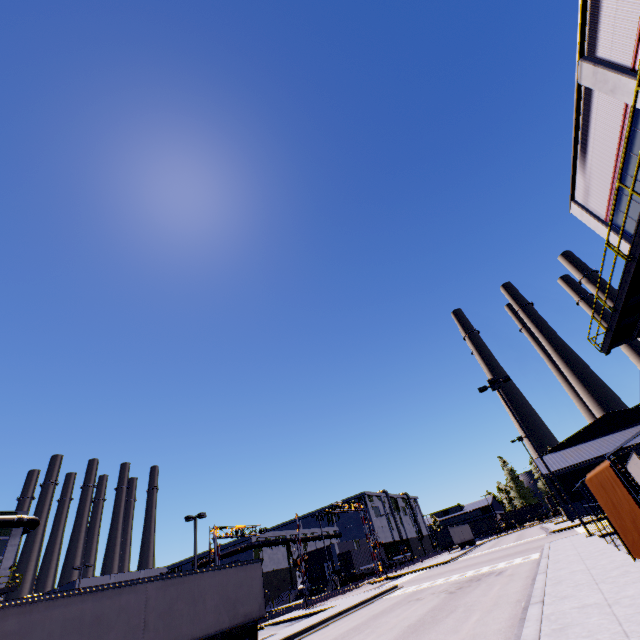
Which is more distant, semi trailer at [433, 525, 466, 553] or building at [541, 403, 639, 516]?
semi trailer at [433, 525, 466, 553]

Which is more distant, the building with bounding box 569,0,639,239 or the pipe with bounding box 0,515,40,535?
the pipe with bounding box 0,515,40,535

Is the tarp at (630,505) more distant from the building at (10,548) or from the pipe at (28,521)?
the pipe at (28,521)

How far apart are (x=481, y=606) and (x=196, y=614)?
13.48m

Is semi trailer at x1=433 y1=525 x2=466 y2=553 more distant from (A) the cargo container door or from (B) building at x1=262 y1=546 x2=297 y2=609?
(A) the cargo container door

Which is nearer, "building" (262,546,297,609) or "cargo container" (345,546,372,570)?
"cargo container" (345,546,372,570)

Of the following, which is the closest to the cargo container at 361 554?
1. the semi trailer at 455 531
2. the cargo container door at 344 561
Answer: Result: the cargo container door at 344 561

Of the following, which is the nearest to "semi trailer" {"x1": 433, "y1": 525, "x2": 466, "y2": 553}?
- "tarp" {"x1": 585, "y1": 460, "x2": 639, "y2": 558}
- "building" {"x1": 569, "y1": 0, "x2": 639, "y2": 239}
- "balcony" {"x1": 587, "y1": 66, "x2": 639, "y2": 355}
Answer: "building" {"x1": 569, "y1": 0, "x2": 639, "y2": 239}
